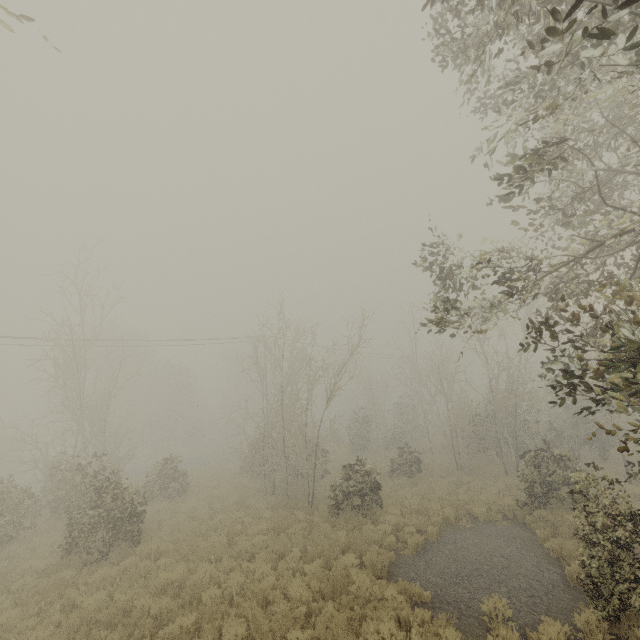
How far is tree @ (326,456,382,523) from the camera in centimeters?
1395cm

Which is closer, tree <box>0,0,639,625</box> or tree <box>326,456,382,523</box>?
tree <box>0,0,639,625</box>

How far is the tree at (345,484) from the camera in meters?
13.9 m

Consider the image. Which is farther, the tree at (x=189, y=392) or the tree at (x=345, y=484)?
the tree at (x=345, y=484)

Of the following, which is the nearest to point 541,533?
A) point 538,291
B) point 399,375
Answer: point 538,291
